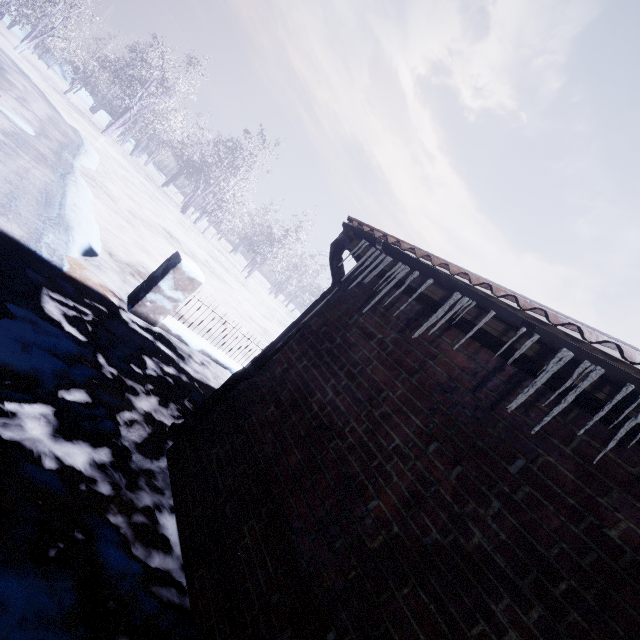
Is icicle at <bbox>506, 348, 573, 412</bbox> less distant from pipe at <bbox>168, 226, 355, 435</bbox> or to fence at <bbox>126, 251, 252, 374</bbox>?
pipe at <bbox>168, 226, 355, 435</bbox>

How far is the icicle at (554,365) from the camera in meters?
1.2

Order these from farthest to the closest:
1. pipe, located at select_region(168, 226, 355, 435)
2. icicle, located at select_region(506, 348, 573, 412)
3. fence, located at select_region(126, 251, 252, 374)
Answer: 1. fence, located at select_region(126, 251, 252, 374)
2. pipe, located at select_region(168, 226, 355, 435)
3. icicle, located at select_region(506, 348, 573, 412)

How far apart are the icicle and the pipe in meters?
1.5

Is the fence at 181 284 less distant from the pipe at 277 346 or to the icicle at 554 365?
the pipe at 277 346

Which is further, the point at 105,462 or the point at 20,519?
the point at 105,462

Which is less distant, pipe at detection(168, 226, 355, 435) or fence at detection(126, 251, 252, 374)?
pipe at detection(168, 226, 355, 435)

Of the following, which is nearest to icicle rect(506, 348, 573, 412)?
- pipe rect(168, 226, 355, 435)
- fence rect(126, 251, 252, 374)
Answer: pipe rect(168, 226, 355, 435)
